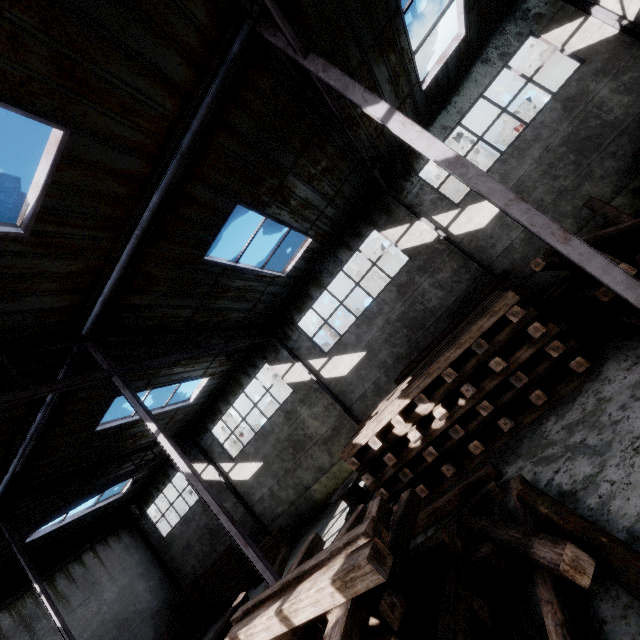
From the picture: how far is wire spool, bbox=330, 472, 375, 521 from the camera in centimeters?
1082cm

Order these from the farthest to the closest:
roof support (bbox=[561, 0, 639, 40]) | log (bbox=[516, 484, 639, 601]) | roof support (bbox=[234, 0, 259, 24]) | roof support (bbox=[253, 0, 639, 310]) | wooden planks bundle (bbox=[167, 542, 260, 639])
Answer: wooden planks bundle (bbox=[167, 542, 260, 639]), roof support (bbox=[561, 0, 639, 40]), roof support (bbox=[234, 0, 259, 24]), roof support (bbox=[253, 0, 639, 310]), log (bbox=[516, 484, 639, 601])

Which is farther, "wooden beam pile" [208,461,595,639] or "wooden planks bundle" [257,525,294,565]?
"wooden planks bundle" [257,525,294,565]

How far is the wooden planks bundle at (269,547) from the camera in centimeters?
1405cm

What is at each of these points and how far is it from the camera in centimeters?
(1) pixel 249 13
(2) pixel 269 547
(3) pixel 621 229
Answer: (1) roof support, 548cm
(2) wooden planks bundle, 1432cm
(3) wooden beam pile, 575cm

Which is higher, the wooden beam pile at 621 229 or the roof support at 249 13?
the roof support at 249 13

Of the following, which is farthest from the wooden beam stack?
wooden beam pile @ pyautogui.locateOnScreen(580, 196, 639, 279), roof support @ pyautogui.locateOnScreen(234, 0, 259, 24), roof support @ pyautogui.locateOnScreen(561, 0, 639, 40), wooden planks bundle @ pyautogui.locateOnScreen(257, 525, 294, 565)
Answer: roof support @ pyautogui.locateOnScreen(561, 0, 639, 40)

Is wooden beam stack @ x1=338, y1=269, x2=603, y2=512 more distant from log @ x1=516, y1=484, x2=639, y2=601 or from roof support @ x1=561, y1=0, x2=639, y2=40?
roof support @ x1=561, y1=0, x2=639, y2=40
